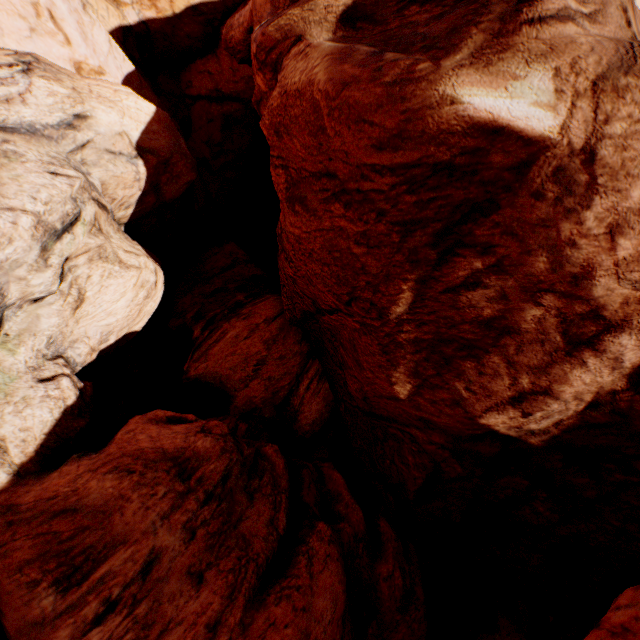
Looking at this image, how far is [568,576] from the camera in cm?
827
